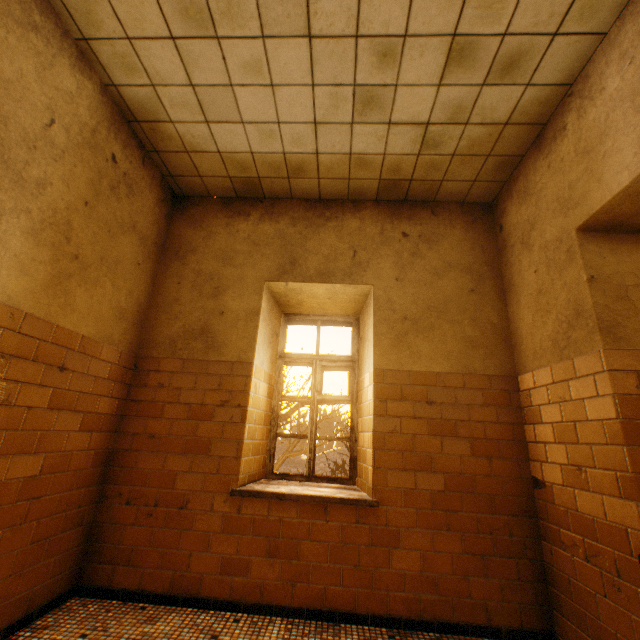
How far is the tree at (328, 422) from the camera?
9.71m

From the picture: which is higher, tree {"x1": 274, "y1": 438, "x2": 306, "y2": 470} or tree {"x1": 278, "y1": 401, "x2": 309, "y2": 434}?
tree {"x1": 278, "y1": 401, "x2": 309, "y2": 434}

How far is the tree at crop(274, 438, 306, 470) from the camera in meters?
8.8 m

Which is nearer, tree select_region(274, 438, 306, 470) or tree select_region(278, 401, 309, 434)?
tree select_region(274, 438, 306, 470)

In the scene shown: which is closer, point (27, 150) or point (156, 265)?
point (27, 150)
